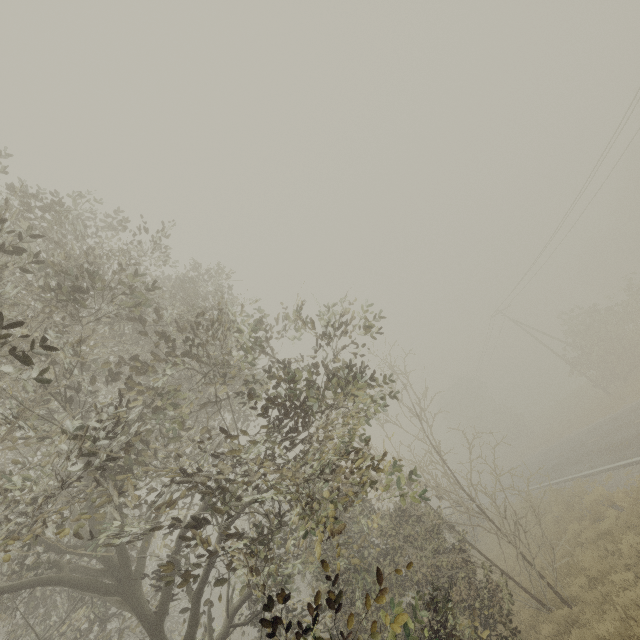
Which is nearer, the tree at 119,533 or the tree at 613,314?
the tree at 119,533

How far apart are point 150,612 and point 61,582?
1.64m

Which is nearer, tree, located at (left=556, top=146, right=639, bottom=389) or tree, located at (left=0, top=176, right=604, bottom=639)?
tree, located at (left=0, top=176, right=604, bottom=639)
